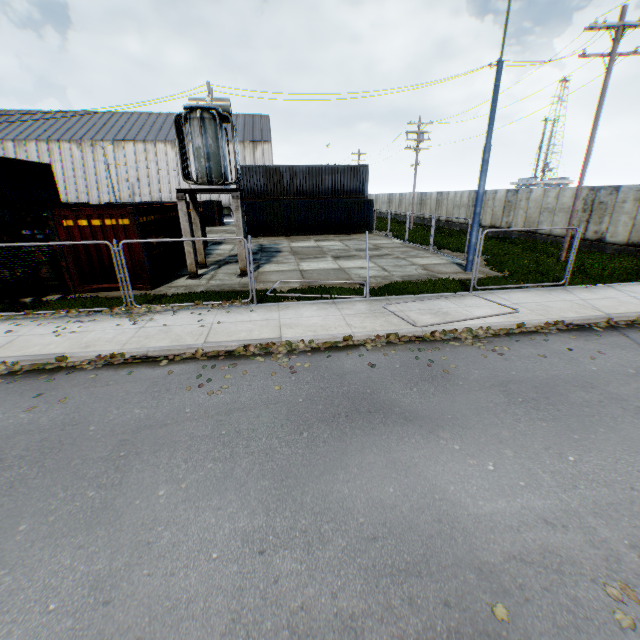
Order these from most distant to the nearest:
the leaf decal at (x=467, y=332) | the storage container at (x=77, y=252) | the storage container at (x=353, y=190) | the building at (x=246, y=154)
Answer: the building at (x=246, y=154), the storage container at (x=353, y=190), the storage container at (x=77, y=252), the leaf decal at (x=467, y=332)

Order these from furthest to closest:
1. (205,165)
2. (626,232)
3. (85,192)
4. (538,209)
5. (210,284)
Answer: (85,192) → (538,209) → (626,232) → (210,284) → (205,165)

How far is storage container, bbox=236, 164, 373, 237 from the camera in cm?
2773

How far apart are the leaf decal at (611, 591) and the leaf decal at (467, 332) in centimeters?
506cm

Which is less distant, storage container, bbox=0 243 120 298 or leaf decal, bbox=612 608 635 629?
leaf decal, bbox=612 608 635 629

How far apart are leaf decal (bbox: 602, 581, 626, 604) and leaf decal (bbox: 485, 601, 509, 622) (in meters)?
0.91

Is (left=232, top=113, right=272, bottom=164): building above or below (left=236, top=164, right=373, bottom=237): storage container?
above

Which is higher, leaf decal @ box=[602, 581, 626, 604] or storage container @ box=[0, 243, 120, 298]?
storage container @ box=[0, 243, 120, 298]
